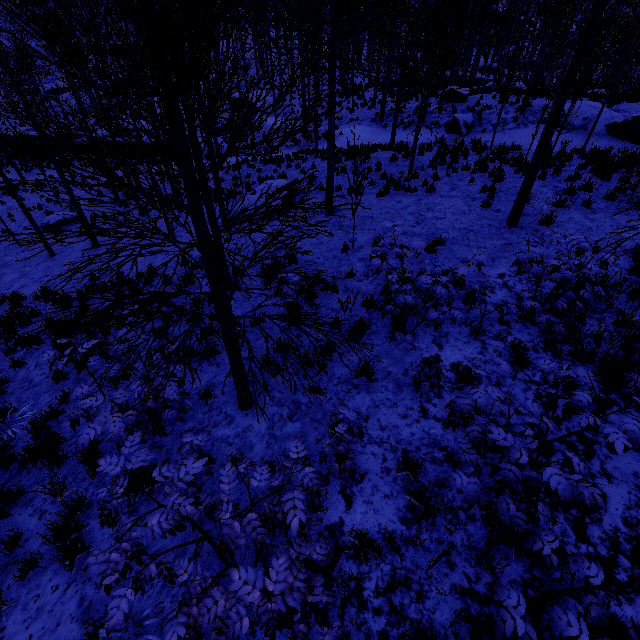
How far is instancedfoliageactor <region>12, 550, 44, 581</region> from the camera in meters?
3.5

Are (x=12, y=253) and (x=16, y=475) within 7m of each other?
no

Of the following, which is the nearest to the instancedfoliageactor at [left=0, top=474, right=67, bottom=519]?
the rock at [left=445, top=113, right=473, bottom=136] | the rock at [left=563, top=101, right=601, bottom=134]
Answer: the rock at [left=445, top=113, right=473, bottom=136]

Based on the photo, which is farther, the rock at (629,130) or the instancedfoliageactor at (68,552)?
the rock at (629,130)

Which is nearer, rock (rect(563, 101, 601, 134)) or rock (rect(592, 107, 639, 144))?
rock (rect(592, 107, 639, 144))

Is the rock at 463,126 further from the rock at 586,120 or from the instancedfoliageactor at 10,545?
the instancedfoliageactor at 10,545

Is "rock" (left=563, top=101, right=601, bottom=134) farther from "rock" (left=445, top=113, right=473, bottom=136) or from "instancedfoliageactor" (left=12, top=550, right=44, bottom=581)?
"instancedfoliageactor" (left=12, top=550, right=44, bottom=581)

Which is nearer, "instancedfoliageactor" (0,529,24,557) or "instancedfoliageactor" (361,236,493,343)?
"instancedfoliageactor" (0,529,24,557)
